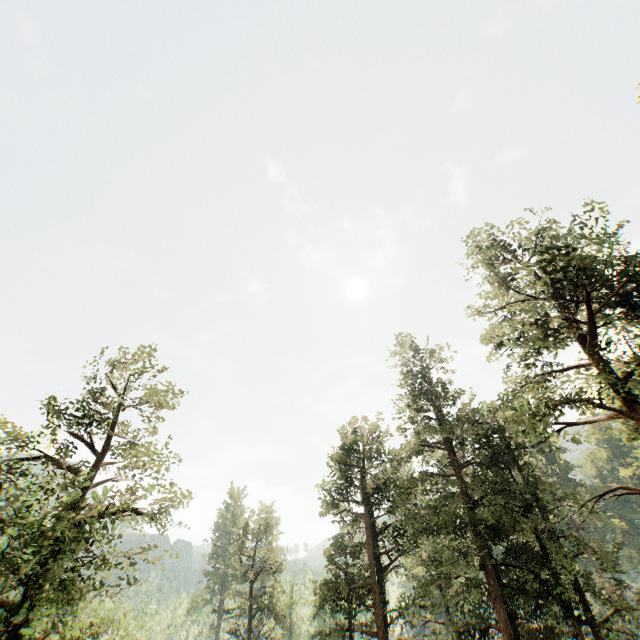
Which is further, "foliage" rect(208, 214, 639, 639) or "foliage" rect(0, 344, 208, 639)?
"foliage" rect(208, 214, 639, 639)

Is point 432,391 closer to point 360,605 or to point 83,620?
point 360,605

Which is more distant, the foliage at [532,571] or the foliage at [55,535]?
the foliage at [532,571]
